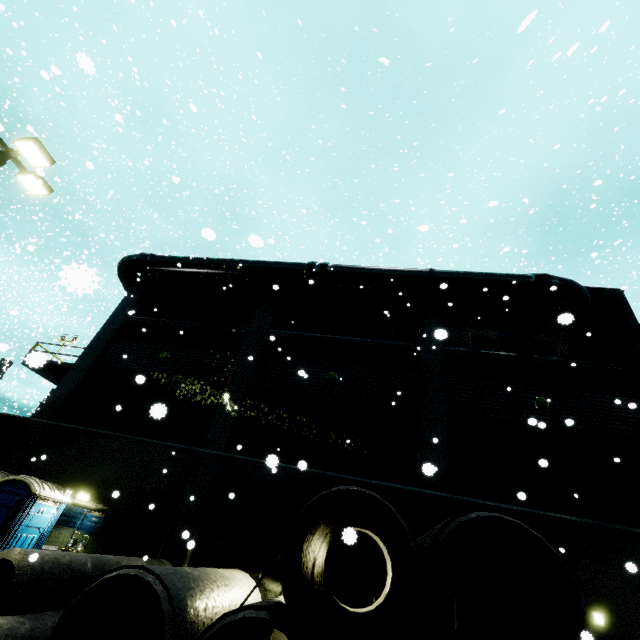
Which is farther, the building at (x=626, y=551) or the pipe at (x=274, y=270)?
the pipe at (x=274, y=270)

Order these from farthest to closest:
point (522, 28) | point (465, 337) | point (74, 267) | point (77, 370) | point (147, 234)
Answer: point (147, 234), point (77, 370), point (465, 337), point (522, 28), point (74, 267)

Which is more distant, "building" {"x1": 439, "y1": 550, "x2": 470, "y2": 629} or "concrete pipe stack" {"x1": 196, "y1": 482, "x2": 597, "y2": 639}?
"building" {"x1": 439, "y1": 550, "x2": 470, "y2": 629}

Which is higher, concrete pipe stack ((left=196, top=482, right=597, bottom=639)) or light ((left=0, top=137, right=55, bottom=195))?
light ((left=0, top=137, right=55, bottom=195))

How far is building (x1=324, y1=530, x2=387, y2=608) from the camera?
9.28m

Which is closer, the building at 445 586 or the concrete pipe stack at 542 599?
the concrete pipe stack at 542 599

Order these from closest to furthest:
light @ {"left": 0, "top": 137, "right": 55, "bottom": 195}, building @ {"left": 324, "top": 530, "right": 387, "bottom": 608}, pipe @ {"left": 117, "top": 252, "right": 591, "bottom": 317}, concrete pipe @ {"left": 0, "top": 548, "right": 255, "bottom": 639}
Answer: concrete pipe @ {"left": 0, "top": 548, "right": 255, "bottom": 639}
light @ {"left": 0, "top": 137, "right": 55, "bottom": 195}
building @ {"left": 324, "top": 530, "right": 387, "bottom": 608}
pipe @ {"left": 117, "top": 252, "right": 591, "bottom": 317}

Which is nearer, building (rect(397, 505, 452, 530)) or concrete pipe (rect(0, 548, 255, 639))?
concrete pipe (rect(0, 548, 255, 639))
